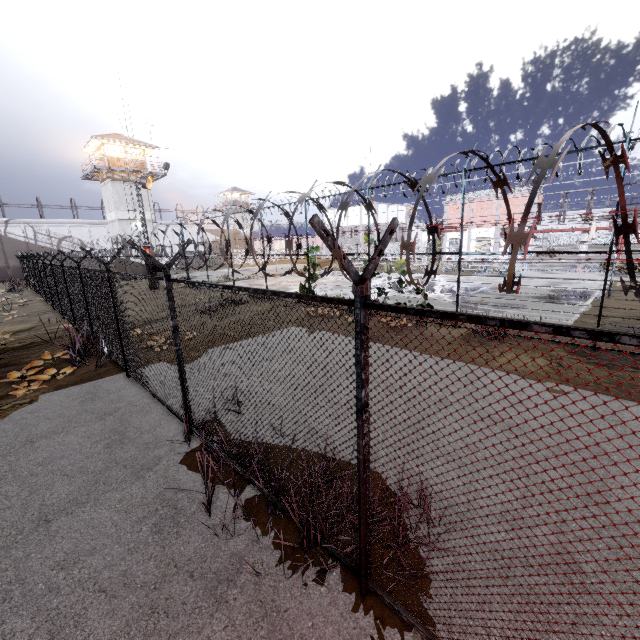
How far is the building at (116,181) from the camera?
34.8 meters

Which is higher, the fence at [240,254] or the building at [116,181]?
the building at [116,181]

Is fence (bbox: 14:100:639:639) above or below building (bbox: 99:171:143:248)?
below

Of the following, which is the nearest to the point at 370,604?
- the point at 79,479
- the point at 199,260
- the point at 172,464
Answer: the point at 172,464

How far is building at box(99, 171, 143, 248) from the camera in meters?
34.8 m

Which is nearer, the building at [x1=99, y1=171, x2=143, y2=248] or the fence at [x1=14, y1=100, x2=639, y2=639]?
the fence at [x1=14, y1=100, x2=639, y2=639]
